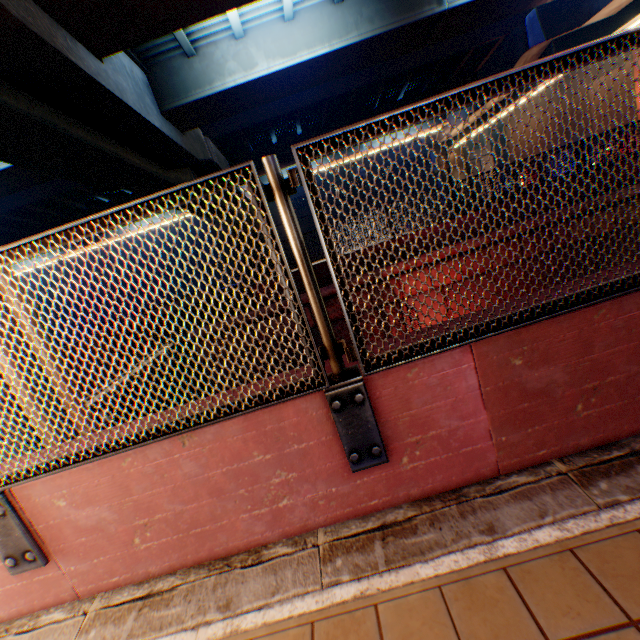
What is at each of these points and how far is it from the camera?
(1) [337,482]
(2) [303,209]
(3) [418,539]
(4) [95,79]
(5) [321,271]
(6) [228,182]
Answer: (1) concrete block, 2.1 meters
(2) building, 42.9 meters
(3) concrete curb, 1.9 meters
(4) overpass support, 7.5 meters
(5) concrete block, 12.4 meters
(6) metal fence, 1.5 meters

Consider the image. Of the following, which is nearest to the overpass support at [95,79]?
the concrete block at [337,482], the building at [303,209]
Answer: the concrete block at [337,482]

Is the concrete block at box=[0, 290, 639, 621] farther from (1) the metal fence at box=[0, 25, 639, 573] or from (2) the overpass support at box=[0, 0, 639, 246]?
(2) the overpass support at box=[0, 0, 639, 246]

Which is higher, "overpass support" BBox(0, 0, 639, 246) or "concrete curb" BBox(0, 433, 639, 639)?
"overpass support" BBox(0, 0, 639, 246)

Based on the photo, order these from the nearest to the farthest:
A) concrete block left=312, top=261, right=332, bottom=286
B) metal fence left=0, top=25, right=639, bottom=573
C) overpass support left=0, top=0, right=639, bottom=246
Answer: metal fence left=0, top=25, right=639, bottom=573, overpass support left=0, top=0, right=639, bottom=246, concrete block left=312, top=261, right=332, bottom=286

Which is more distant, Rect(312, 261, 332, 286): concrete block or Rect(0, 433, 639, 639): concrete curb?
Rect(312, 261, 332, 286): concrete block

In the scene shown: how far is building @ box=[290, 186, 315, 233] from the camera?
42.4m

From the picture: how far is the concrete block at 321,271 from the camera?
12.4 meters
